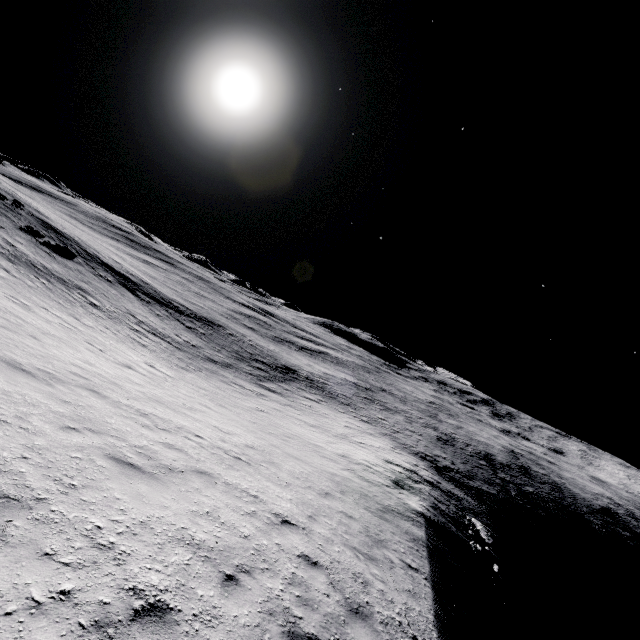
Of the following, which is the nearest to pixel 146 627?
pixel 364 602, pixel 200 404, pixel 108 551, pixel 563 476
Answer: pixel 108 551
